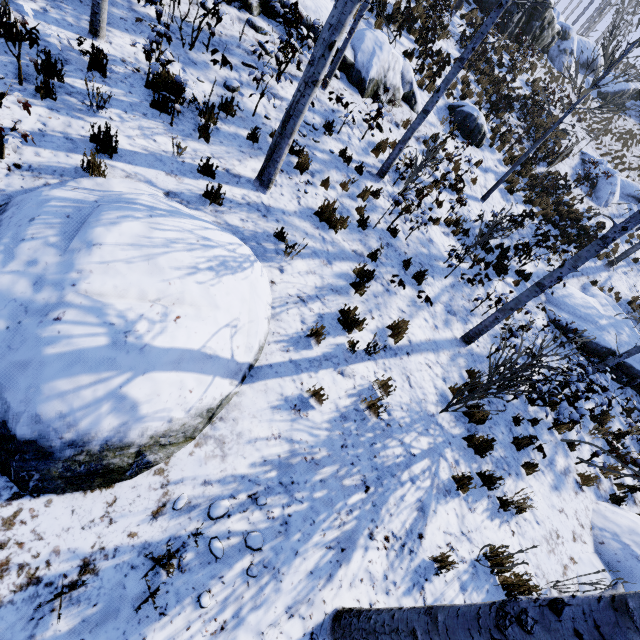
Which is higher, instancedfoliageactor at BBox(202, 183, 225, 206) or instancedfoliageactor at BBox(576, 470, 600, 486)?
instancedfoliageactor at BBox(202, 183, 225, 206)

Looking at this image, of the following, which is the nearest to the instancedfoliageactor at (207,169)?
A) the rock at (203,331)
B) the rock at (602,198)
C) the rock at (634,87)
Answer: the rock at (602,198)

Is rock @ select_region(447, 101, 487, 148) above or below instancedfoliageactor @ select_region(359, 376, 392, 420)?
above

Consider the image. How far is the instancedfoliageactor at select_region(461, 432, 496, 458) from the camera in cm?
574

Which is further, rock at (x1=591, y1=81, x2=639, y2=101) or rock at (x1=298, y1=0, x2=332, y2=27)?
rock at (x1=591, y1=81, x2=639, y2=101)

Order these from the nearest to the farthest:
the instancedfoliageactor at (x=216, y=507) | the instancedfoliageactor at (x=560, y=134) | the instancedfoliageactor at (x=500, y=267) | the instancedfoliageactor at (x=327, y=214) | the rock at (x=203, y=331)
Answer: the rock at (x=203, y=331), the instancedfoliageactor at (x=216, y=507), the instancedfoliageactor at (x=327, y=214), the instancedfoliageactor at (x=560, y=134), the instancedfoliageactor at (x=500, y=267)

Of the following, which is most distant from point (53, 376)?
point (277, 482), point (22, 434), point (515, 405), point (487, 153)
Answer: point (487, 153)

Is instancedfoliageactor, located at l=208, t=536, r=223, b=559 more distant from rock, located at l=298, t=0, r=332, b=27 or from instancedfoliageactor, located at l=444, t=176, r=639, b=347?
rock, located at l=298, t=0, r=332, b=27
